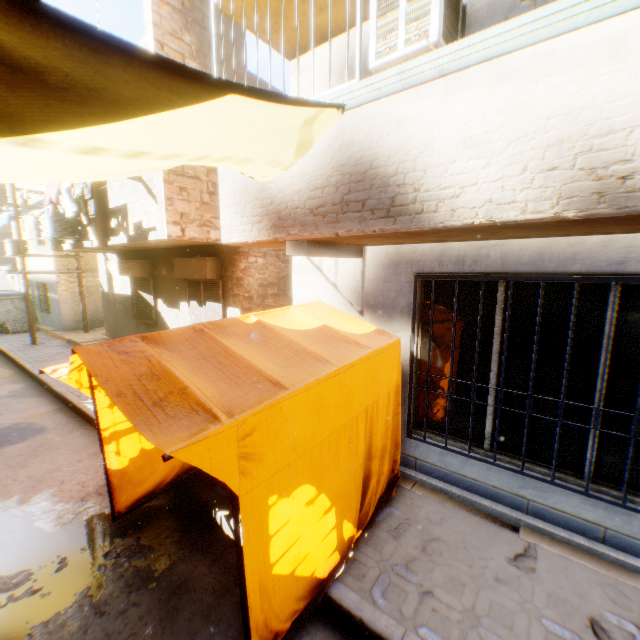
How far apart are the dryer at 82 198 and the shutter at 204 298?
2.5m

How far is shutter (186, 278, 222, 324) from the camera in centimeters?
846cm

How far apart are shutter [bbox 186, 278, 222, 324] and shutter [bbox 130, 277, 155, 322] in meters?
2.1

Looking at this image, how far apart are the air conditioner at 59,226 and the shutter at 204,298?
3.7 meters

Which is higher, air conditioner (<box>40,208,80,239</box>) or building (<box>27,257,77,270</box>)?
air conditioner (<box>40,208,80,239</box>)

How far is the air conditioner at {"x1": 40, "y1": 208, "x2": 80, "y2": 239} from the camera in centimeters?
922cm

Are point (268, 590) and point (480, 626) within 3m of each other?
yes

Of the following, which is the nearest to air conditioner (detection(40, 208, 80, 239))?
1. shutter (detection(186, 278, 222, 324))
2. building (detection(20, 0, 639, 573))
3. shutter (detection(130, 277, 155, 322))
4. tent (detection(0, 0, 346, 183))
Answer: building (detection(20, 0, 639, 573))
